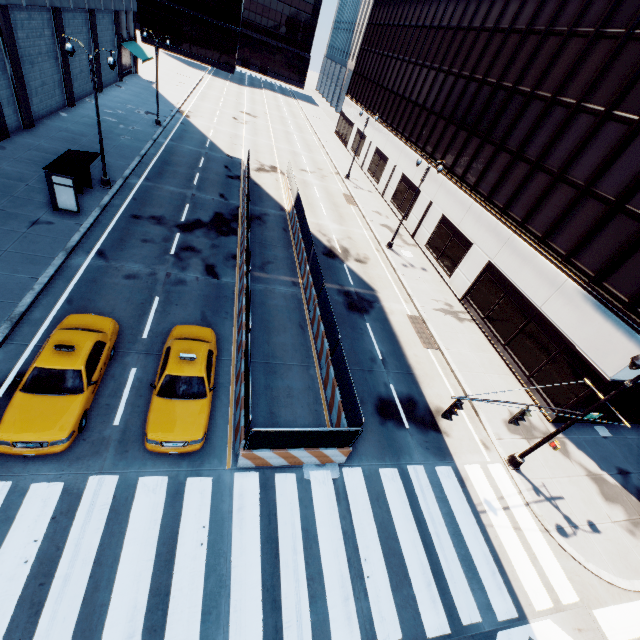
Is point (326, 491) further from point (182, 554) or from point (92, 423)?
point (92, 423)

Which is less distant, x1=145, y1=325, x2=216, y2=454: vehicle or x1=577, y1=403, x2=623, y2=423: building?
x1=145, y1=325, x2=216, y2=454: vehicle

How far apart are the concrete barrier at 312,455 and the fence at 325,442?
0.0 meters

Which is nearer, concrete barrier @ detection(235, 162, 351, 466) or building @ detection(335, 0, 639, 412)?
concrete barrier @ detection(235, 162, 351, 466)

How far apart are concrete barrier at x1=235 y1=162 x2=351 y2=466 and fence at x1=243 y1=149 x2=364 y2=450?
0.0 meters

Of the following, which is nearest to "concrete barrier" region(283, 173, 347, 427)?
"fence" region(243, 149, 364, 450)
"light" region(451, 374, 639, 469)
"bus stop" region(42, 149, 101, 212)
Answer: "fence" region(243, 149, 364, 450)

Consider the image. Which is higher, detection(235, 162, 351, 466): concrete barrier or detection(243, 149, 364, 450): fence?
detection(243, 149, 364, 450): fence

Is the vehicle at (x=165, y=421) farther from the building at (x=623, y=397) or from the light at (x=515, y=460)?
the building at (x=623, y=397)
